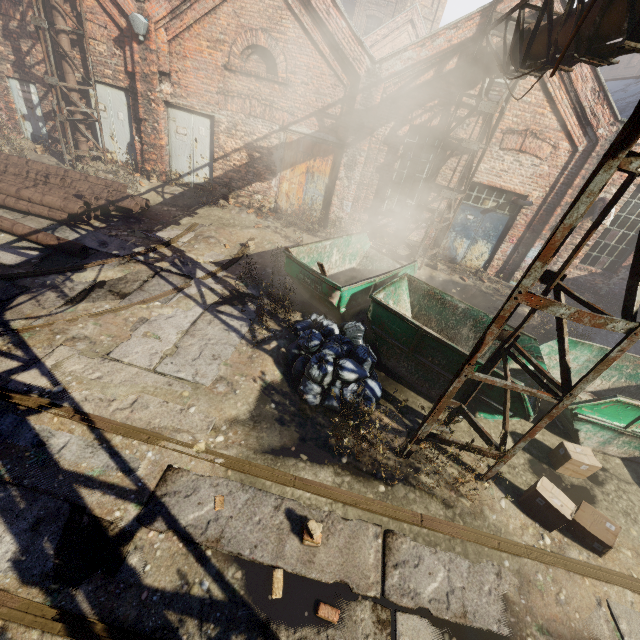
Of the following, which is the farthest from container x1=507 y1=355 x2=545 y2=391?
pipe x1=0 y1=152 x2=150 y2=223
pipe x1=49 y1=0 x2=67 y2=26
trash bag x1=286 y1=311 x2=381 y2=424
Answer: pipe x1=0 y1=152 x2=150 y2=223

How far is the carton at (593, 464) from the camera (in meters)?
5.44

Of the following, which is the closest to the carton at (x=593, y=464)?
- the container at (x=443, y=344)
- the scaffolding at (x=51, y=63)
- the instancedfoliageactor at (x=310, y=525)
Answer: the container at (x=443, y=344)

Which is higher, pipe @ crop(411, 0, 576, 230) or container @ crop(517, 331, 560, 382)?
pipe @ crop(411, 0, 576, 230)

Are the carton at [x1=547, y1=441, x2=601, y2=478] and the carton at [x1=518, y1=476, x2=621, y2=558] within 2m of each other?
yes

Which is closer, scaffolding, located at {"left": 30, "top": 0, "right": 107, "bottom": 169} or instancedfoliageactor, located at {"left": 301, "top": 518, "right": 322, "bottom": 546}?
instancedfoliageactor, located at {"left": 301, "top": 518, "right": 322, "bottom": 546}

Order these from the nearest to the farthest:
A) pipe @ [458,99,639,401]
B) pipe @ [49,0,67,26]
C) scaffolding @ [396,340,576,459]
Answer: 1. pipe @ [458,99,639,401]
2. scaffolding @ [396,340,576,459]
3. pipe @ [49,0,67,26]

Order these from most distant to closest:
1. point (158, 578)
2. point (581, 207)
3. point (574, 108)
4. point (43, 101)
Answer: point (43, 101) < point (574, 108) < point (158, 578) < point (581, 207)
